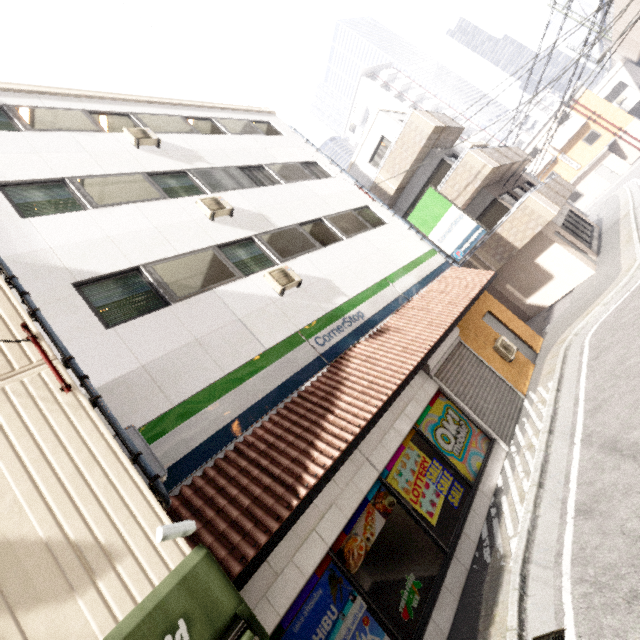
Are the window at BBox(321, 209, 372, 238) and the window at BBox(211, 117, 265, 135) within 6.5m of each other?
yes

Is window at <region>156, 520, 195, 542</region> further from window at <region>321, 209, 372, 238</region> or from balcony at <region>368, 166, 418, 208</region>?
balcony at <region>368, 166, 418, 208</region>

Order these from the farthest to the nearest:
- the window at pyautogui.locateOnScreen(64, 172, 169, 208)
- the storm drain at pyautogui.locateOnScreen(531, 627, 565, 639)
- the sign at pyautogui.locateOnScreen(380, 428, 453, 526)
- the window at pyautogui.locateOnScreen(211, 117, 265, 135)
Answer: the window at pyautogui.locateOnScreen(211, 117, 265, 135) < the window at pyautogui.locateOnScreen(64, 172, 169, 208) < the sign at pyautogui.locateOnScreen(380, 428, 453, 526) < the storm drain at pyautogui.locateOnScreen(531, 627, 565, 639)

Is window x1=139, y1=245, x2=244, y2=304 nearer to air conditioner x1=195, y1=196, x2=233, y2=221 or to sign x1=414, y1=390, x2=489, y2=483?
air conditioner x1=195, y1=196, x2=233, y2=221

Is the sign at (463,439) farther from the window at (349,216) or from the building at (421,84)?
the building at (421,84)

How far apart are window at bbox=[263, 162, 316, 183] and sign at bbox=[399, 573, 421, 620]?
9.40m

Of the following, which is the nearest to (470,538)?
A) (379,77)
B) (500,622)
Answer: (500,622)

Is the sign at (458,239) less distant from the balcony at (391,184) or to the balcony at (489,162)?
the balcony at (489,162)
